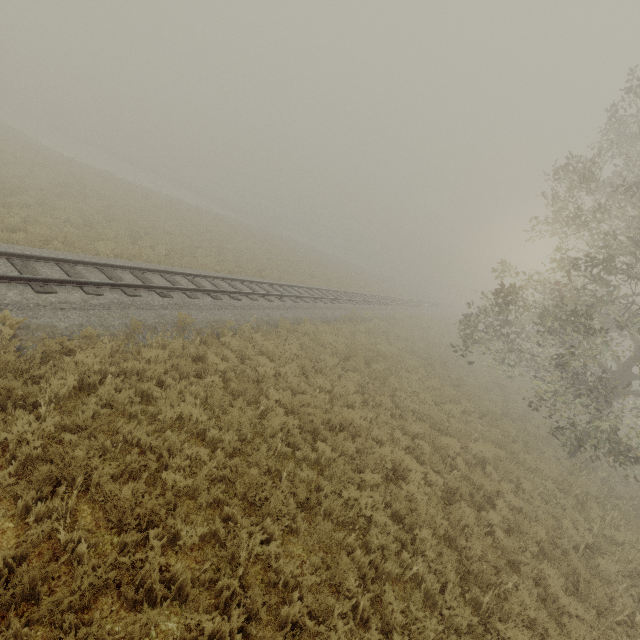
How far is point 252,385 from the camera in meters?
8.4 m
